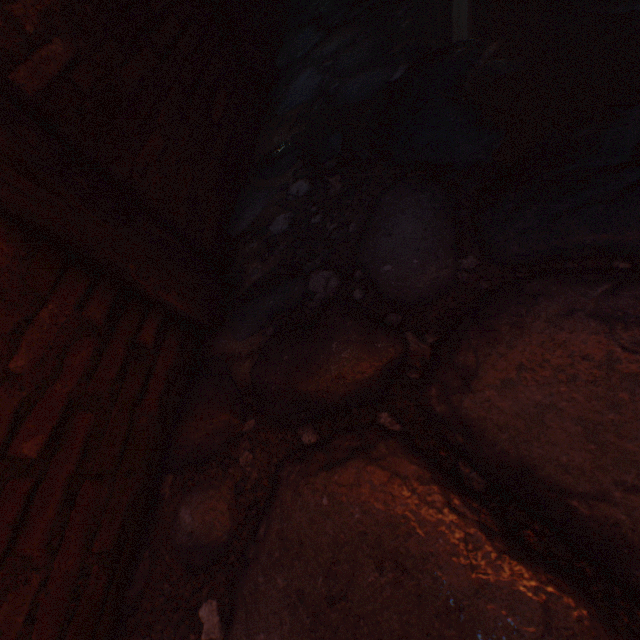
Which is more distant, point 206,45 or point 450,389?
point 206,45
